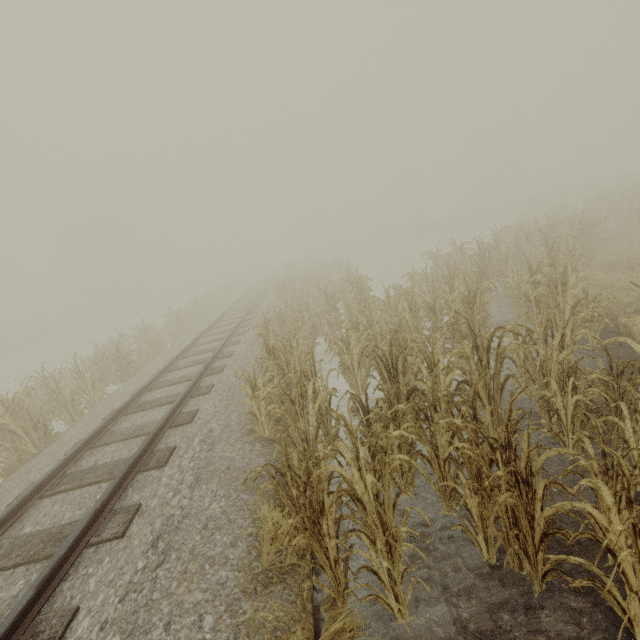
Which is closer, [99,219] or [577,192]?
[577,192]
